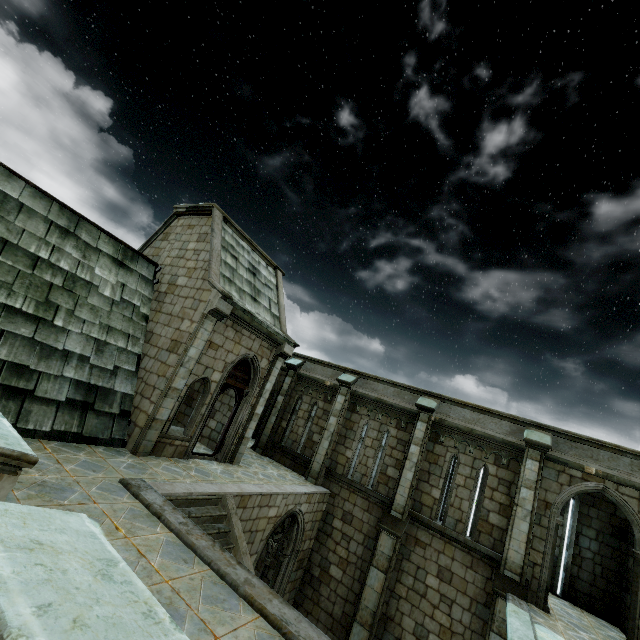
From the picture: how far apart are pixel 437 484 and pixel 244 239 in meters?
12.1
